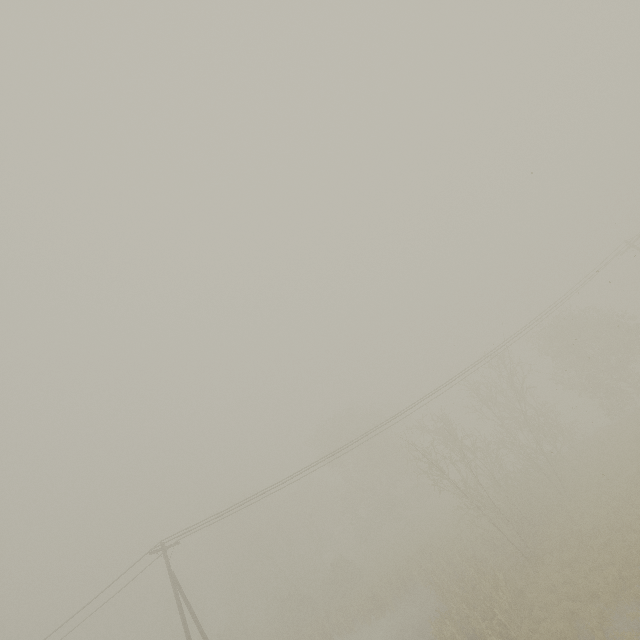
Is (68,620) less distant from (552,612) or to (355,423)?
(552,612)
